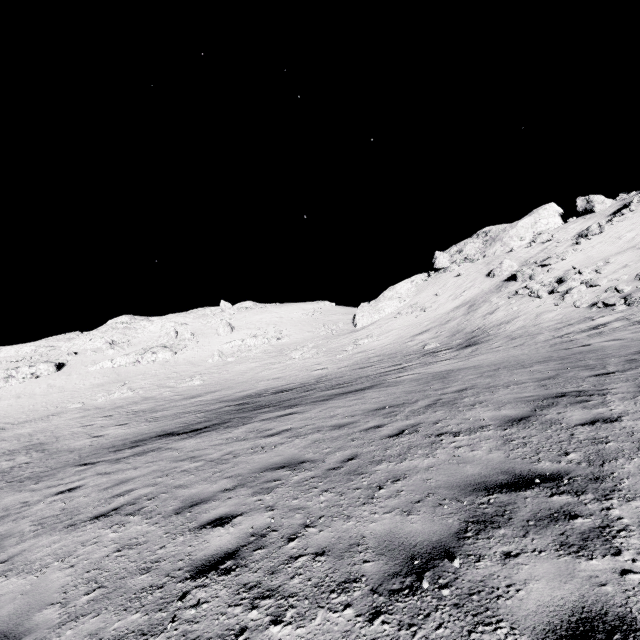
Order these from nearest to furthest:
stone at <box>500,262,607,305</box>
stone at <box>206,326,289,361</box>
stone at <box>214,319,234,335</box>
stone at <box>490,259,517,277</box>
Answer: stone at <box>500,262,607,305</box> → stone at <box>490,259,517,277</box> → stone at <box>206,326,289,361</box> → stone at <box>214,319,234,335</box>

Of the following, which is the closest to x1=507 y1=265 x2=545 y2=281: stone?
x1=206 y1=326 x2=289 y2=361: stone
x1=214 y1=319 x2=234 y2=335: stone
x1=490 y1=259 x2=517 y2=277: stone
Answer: x1=490 y1=259 x2=517 y2=277: stone

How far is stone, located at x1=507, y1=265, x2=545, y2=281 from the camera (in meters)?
31.84

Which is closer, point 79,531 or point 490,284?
point 79,531

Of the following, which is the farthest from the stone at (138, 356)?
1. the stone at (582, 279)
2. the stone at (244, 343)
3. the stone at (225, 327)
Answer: the stone at (582, 279)

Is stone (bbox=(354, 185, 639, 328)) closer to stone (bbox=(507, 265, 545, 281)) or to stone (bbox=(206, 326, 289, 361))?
stone (bbox=(507, 265, 545, 281))

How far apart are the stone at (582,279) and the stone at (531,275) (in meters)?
4.90

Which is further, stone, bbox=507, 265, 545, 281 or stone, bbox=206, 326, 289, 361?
stone, bbox=206, 326, 289, 361
